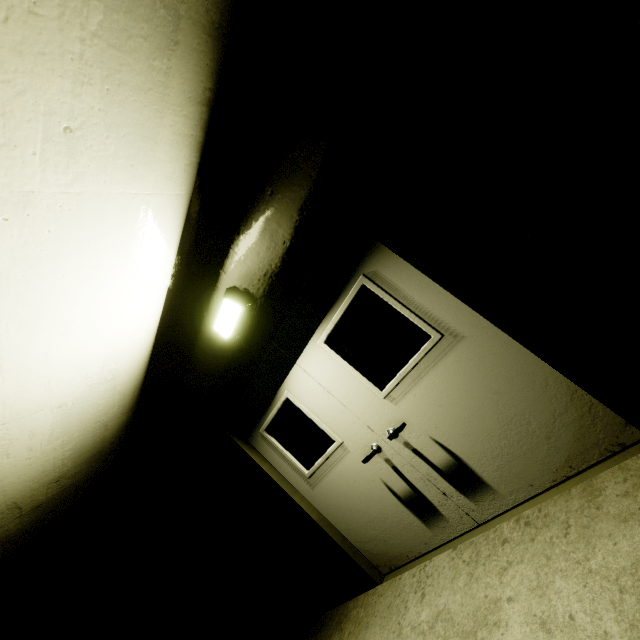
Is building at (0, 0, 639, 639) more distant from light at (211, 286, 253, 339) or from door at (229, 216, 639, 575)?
light at (211, 286, 253, 339)

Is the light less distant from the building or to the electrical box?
the building

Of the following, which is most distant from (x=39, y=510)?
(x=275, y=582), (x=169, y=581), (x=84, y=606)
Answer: (x=84, y=606)

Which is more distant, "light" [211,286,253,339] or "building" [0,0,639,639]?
"light" [211,286,253,339]

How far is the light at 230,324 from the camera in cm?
299

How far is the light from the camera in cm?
299

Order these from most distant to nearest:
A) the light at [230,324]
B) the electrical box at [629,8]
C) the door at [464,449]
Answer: the light at [230,324]
the door at [464,449]
the electrical box at [629,8]

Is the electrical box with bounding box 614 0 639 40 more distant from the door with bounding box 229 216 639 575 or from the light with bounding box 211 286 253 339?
the light with bounding box 211 286 253 339
